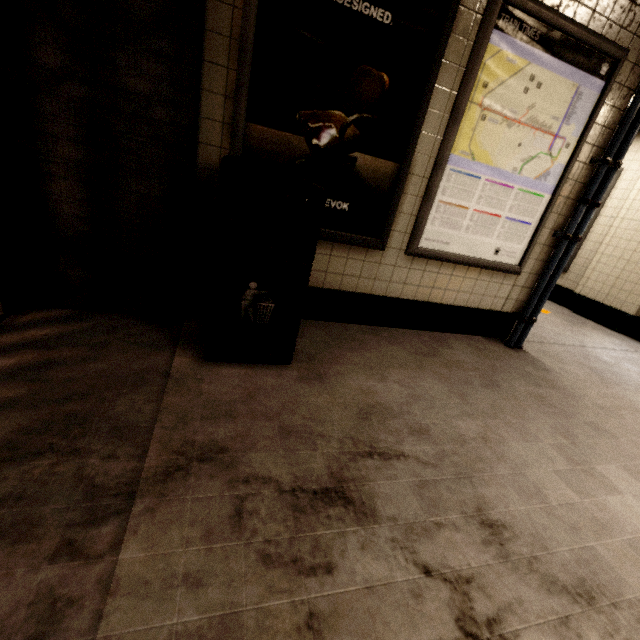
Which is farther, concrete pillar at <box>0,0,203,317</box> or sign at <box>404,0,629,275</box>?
sign at <box>404,0,629,275</box>

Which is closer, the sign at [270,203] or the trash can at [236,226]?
the trash can at [236,226]

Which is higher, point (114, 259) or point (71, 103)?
point (71, 103)

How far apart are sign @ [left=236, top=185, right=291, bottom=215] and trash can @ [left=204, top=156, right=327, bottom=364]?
0.10m

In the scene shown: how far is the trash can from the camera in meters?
1.6

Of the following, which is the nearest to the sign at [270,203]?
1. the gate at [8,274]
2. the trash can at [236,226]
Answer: the trash can at [236,226]

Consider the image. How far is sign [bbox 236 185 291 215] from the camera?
2.22m

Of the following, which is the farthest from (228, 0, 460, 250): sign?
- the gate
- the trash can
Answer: the gate
